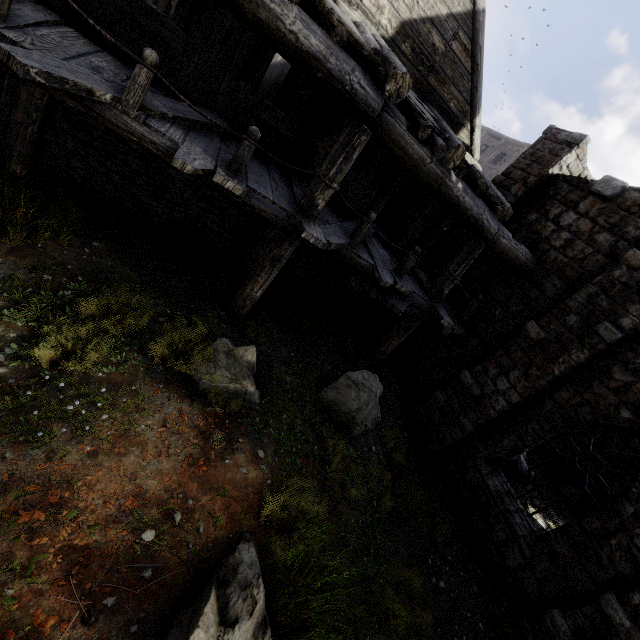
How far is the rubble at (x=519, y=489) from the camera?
9.8 meters

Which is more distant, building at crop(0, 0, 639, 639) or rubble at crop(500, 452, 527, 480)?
rubble at crop(500, 452, 527, 480)

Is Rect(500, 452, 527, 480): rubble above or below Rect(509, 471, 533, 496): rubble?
above

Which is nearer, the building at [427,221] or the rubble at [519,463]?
the building at [427,221]

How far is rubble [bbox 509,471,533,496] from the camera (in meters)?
9.85

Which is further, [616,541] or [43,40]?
[616,541]
